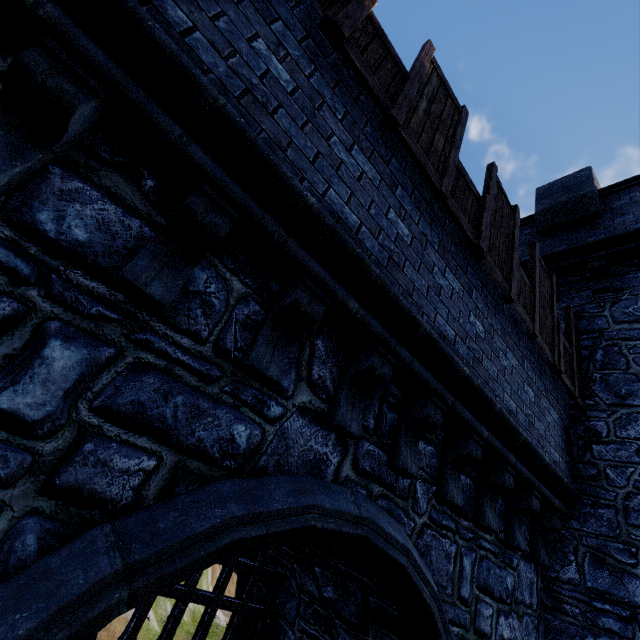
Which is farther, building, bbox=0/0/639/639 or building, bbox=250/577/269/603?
building, bbox=250/577/269/603

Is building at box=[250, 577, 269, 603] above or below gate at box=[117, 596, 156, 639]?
above

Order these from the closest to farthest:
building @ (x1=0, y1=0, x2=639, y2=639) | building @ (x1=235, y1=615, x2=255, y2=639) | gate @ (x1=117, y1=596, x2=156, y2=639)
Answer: building @ (x1=0, y1=0, x2=639, y2=639) < gate @ (x1=117, y1=596, x2=156, y2=639) < building @ (x1=235, y1=615, x2=255, y2=639)

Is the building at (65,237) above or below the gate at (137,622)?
above

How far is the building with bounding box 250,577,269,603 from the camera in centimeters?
572cm

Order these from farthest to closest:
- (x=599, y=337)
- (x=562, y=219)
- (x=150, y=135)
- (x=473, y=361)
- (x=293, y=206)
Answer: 1. (x=562, y=219)
2. (x=599, y=337)
3. (x=473, y=361)
4. (x=293, y=206)
5. (x=150, y=135)

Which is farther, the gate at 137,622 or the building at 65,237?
the gate at 137,622
